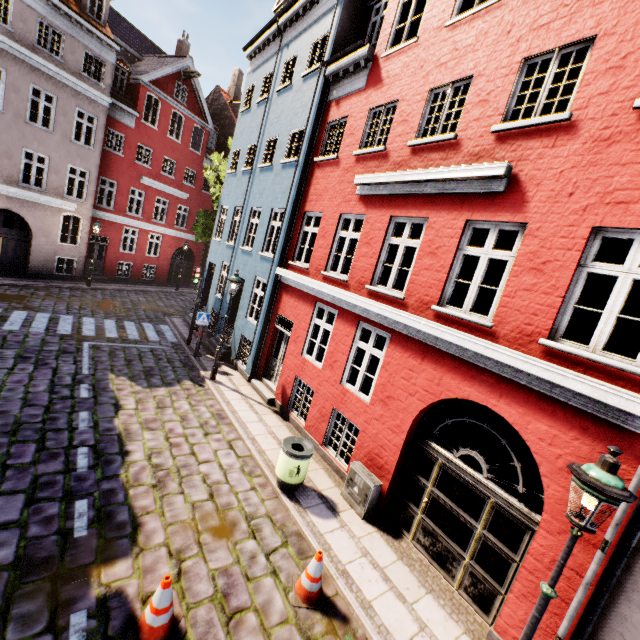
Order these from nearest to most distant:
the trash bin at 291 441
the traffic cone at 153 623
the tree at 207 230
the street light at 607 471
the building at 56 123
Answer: the street light at 607 471 < the traffic cone at 153 623 < the building at 56 123 < the trash bin at 291 441 < the tree at 207 230

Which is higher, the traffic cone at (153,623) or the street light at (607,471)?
the street light at (607,471)

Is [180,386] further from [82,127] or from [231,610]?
[82,127]

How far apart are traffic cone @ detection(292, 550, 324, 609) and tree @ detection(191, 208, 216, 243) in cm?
1832

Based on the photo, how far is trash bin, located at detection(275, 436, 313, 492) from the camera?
6.8 meters

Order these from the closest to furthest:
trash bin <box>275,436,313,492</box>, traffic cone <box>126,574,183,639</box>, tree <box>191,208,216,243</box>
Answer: traffic cone <box>126,574,183,639</box> → trash bin <box>275,436,313,492</box> → tree <box>191,208,216,243</box>

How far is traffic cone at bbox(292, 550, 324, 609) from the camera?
4.9m

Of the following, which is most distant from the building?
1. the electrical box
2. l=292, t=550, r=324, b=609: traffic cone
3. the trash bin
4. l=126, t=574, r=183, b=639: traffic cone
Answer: l=126, t=574, r=183, b=639: traffic cone
